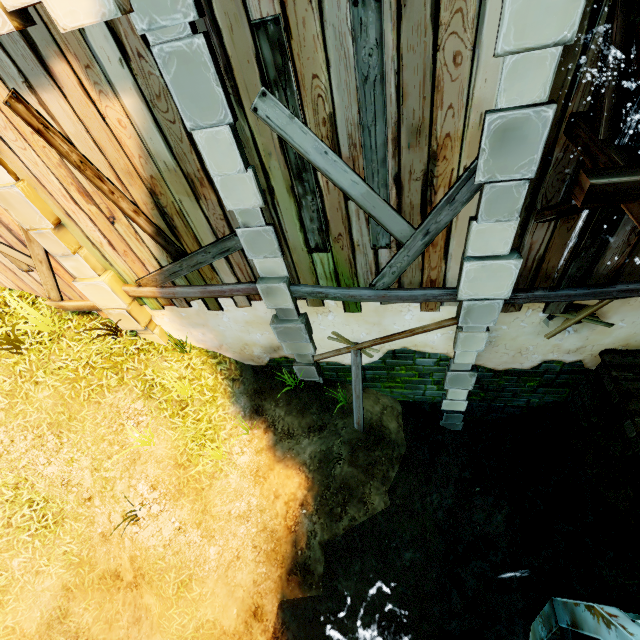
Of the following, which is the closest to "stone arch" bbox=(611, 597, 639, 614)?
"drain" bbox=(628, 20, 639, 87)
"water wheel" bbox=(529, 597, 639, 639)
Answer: "water wheel" bbox=(529, 597, 639, 639)

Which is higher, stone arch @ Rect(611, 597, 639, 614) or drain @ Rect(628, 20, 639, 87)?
drain @ Rect(628, 20, 639, 87)

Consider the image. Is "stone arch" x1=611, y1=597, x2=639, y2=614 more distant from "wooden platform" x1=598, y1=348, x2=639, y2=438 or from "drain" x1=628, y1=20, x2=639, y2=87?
"drain" x1=628, y1=20, x2=639, y2=87

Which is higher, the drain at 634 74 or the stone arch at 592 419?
the drain at 634 74

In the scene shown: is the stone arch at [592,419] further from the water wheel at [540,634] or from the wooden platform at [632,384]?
the water wheel at [540,634]

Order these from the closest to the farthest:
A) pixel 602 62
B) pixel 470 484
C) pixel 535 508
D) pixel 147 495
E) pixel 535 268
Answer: pixel 602 62
pixel 535 268
pixel 147 495
pixel 535 508
pixel 470 484

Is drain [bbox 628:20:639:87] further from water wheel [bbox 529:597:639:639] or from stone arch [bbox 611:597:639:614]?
stone arch [bbox 611:597:639:614]

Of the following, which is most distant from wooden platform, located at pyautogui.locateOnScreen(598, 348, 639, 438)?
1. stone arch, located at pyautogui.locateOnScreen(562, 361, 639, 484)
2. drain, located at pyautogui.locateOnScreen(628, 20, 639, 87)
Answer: drain, located at pyautogui.locateOnScreen(628, 20, 639, 87)
